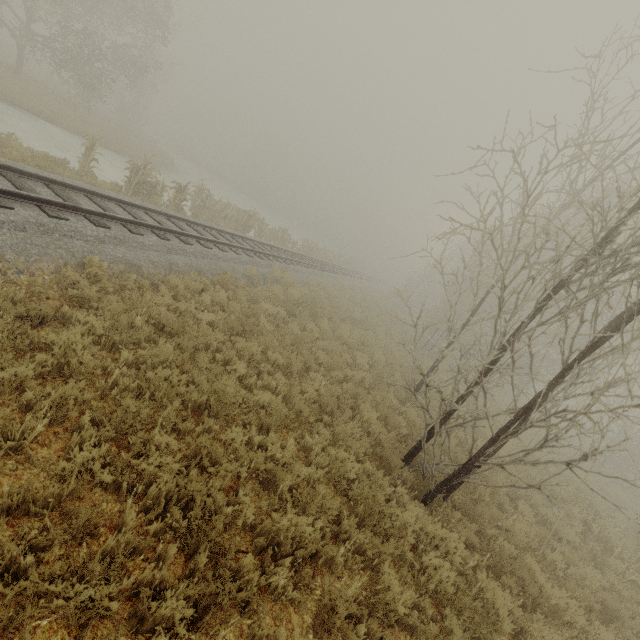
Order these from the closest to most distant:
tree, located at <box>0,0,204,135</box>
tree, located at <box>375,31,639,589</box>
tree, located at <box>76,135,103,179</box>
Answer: tree, located at <box>375,31,639,589</box>
tree, located at <box>76,135,103,179</box>
tree, located at <box>0,0,204,135</box>

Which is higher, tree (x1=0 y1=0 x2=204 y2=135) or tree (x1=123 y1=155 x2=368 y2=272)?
tree (x1=0 y1=0 x2=204 y2=135)

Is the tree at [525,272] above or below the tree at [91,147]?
above

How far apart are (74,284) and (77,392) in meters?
3.2 m

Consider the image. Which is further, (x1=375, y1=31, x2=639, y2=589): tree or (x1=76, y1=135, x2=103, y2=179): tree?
(x1=76, y1=135, x2=103, y2=179): tree

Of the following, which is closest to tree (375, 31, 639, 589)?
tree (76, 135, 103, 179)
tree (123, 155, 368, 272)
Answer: tree (76, 135, 103, 179)

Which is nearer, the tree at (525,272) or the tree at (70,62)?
the tree at (525,272)
